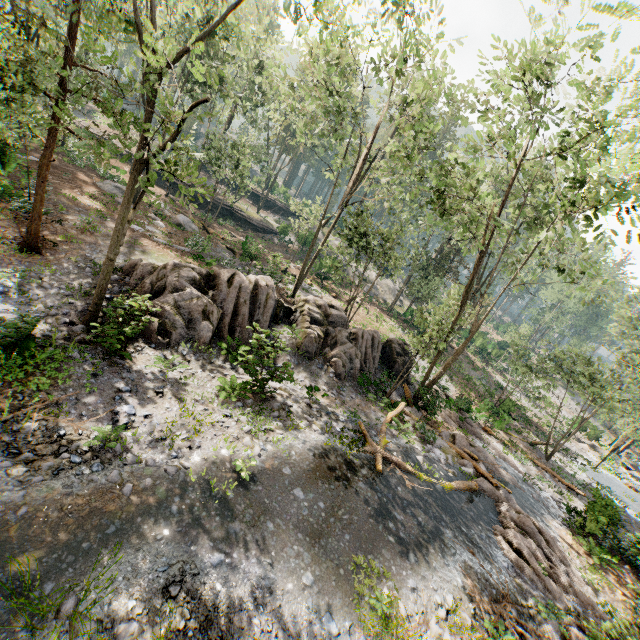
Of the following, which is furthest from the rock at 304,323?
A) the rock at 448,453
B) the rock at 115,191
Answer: the rock at 115,191

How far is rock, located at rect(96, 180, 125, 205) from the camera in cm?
2457

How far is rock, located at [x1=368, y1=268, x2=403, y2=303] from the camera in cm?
4513

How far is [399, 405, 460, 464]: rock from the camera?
16.7 meters

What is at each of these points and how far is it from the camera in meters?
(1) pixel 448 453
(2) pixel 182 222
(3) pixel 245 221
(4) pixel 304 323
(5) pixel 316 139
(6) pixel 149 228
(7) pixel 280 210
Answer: (1) rock, 17.2 m
(2) rock, 27.1 m
(3) ground embankment, 40.6 m
(4) rock, 18.9 m
(5) foliage, 42.6 m
(6) rock, 22.7 m
(7) ground embankment, 50.4 m

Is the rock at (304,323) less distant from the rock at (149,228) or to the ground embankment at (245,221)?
the rock at (149,228)

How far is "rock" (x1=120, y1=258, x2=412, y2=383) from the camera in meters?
13.8

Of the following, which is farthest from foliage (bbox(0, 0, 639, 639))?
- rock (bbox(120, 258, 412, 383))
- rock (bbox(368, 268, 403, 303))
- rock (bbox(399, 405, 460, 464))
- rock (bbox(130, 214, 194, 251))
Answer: rock (bbox(130, 214, 194, 251))
